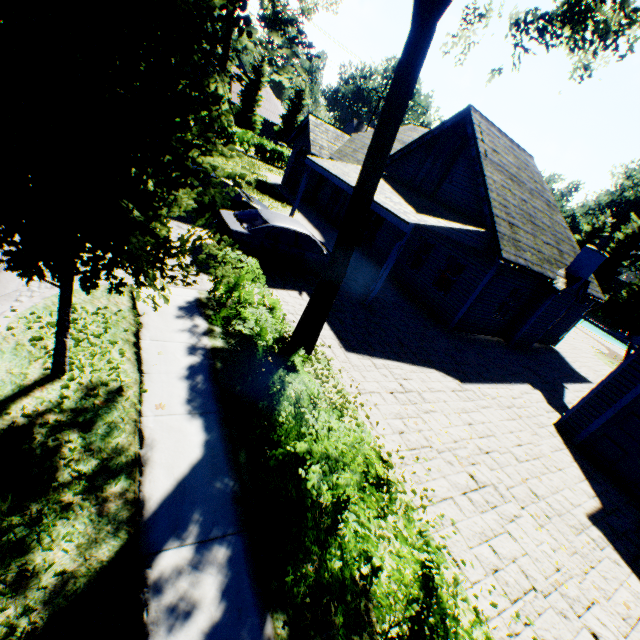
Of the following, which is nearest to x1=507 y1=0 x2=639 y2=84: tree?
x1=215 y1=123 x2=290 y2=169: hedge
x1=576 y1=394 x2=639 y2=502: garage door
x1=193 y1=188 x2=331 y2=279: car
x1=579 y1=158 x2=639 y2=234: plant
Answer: x1=579 y1=158 x2=639 y2=234: plant

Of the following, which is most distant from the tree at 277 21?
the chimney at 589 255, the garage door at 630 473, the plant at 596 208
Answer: the chimney at 589 255

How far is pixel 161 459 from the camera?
4.12m

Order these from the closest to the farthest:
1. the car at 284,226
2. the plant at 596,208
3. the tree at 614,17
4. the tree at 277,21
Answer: the tree at 277,21 < the tree at 614,17 < the car at 284,226 < the plant at 596,208

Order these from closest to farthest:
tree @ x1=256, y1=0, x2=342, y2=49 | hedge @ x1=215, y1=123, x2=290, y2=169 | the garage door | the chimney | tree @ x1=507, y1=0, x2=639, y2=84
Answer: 1. tree @ x1=256, y1=0, x2=342, y2=49
2. tree @ x1=507, y1=0, x2=639, y2=84
3. the garage door
4. the chimney
5. hedge @ x1=215, y1=123, x2=290, y2=169

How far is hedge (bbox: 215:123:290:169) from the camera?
30.7m

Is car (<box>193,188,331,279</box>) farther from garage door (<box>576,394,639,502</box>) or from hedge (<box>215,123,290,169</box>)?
hedge (<box>215,123,290,169</box>)

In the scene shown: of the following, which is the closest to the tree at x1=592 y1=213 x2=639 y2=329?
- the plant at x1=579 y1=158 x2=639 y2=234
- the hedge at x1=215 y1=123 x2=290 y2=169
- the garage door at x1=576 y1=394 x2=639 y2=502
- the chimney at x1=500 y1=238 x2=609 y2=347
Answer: the plant at x1=579 y1=158 x2=639 y2=234
